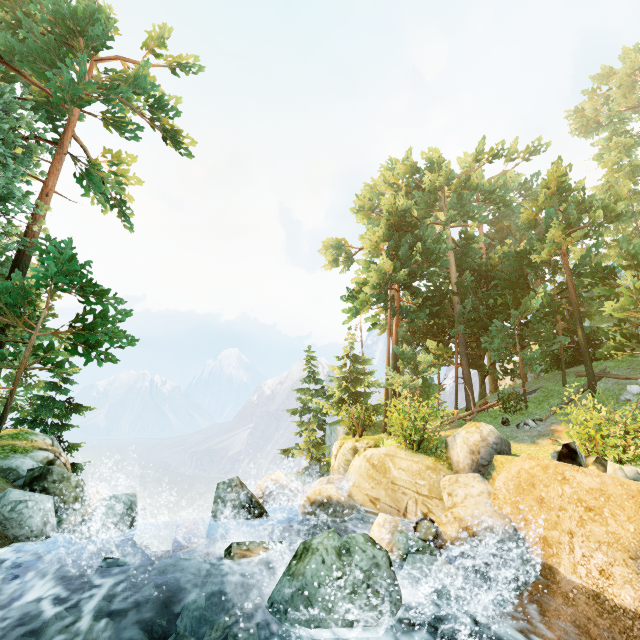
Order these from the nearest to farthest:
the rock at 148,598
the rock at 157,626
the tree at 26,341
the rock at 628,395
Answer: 1. the rock at 157,626
2. the rock at 148,598
3. the tree at 26,341
4. the rock at 628,395

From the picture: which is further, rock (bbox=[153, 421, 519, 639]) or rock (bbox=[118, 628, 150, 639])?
rock (bbox=[118, 628, 150, 639])

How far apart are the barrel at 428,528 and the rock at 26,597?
8.0 meters

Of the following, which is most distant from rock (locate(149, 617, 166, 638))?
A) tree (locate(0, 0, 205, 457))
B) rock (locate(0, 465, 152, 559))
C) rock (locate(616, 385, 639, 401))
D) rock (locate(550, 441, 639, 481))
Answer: rock (locate(616, 385, 639, 401))

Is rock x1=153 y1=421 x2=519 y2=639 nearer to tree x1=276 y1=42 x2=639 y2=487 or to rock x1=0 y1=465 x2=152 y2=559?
rock x1=0 y1=465 x2=152 y2=559

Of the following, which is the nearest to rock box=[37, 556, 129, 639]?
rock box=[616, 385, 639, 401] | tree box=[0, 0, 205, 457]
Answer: tree box=[0, 0, 205, 457]

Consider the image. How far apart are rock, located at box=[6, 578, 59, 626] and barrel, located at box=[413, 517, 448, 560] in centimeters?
797cm

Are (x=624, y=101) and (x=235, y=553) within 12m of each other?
no
